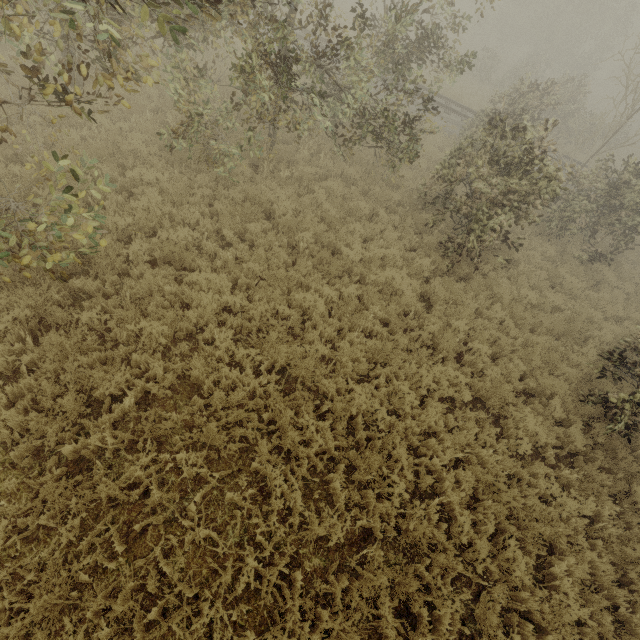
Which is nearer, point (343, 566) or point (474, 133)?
point (343, 566)
